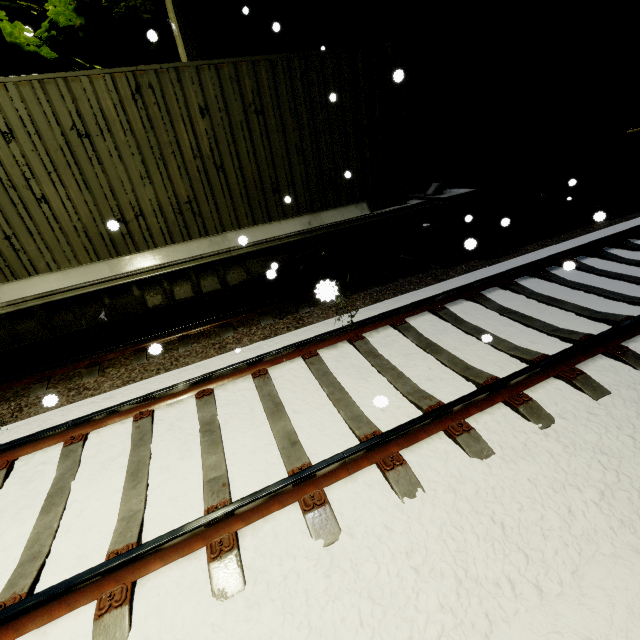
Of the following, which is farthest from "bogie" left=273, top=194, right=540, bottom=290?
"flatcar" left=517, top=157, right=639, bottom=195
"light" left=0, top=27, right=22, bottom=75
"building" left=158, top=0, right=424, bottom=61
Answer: "light" left=0, top=27, right=22, bottom=75

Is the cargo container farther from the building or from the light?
the light

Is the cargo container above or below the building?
below

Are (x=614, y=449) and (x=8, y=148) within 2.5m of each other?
no

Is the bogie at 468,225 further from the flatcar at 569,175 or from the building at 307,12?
the building at 307,12

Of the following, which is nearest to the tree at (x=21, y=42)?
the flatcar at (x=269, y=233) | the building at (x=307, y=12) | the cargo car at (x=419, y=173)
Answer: the building at (x=307, y=12)

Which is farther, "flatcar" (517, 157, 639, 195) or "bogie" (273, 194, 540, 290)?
"flatcar" (517, 157, 639, 195)

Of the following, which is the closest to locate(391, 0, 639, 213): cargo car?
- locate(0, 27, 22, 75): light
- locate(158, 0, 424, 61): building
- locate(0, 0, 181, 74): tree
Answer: locate(158, 0, 424, 61): building
